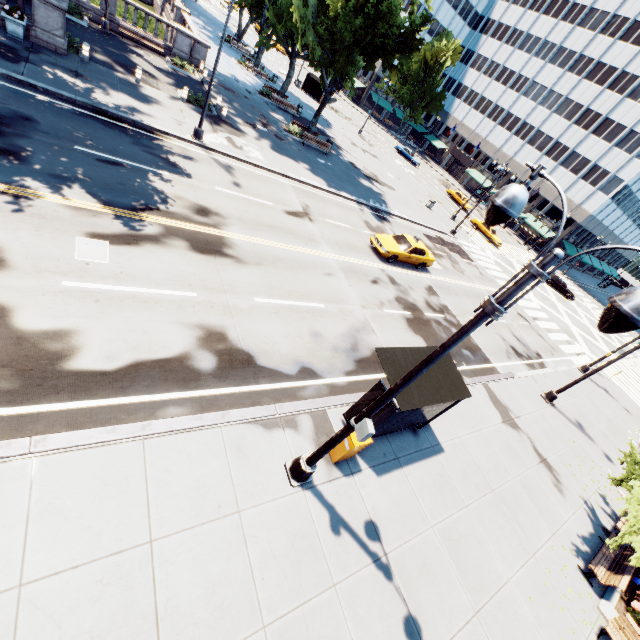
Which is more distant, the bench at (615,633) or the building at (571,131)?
the building at (571,131)

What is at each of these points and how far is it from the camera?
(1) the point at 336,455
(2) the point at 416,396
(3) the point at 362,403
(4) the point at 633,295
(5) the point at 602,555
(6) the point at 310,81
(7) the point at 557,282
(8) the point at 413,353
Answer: (1) box, 8.4m
(2) bus stop, 8.4m
(3) bus stop, 8.9m
(4) light, 3.1m
(5) bench, 10.6m
(6) bus stop, 46.9m
(7) vehicle, 41.2m
(8) bus stop, 9.3m

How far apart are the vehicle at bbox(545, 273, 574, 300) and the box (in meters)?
43.88

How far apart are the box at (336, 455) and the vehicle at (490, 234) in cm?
4040

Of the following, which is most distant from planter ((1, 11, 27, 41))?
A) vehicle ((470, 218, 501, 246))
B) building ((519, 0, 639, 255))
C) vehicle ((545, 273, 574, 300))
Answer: building ((519, 0, 639, 255))

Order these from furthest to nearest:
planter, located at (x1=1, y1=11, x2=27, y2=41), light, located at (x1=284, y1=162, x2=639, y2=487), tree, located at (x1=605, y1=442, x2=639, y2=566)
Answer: planter, located at (x1=1, y1=11, x2=27, y2=41) → tree, located at (x1=605, y1=442, x2=639, y2=566) → light, located at (x1=284, y1=162, x2=639, y2=487)

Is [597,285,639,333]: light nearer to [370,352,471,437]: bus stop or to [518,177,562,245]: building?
[370,352,471,437]: bus stop

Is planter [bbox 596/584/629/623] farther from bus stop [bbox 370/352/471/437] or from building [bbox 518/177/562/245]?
building [bbox 518/177/562/245]
